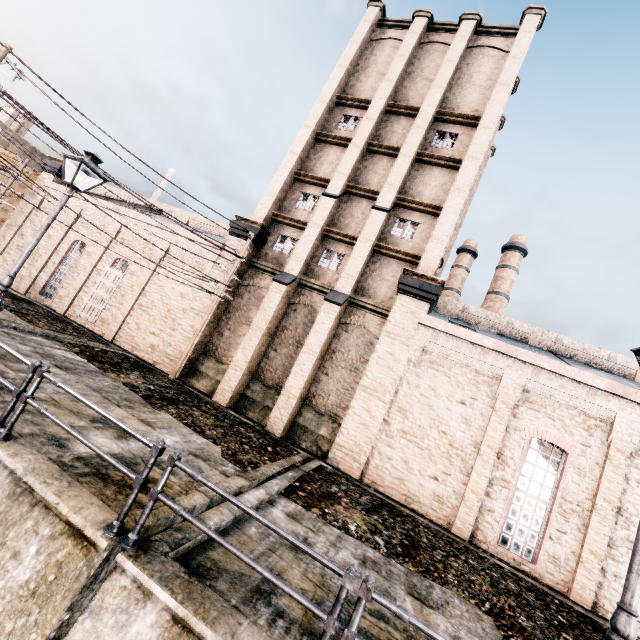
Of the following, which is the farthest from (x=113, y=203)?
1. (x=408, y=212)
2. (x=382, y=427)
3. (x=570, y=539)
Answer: (x=570, y=539)

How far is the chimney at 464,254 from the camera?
42.0 meters

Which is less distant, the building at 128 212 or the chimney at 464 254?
the building at 128 212

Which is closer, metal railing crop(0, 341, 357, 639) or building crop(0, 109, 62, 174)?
metal railing crop(0, 341, 357, 639)

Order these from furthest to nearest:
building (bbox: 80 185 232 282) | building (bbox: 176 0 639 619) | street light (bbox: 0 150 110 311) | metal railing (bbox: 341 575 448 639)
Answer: building (bbox: 80 185 232 282) → building (bbox: 176 0 639 619) → street light (bbox: 0 150 110 311) → metal railing (bbox: 341 575 448 639)

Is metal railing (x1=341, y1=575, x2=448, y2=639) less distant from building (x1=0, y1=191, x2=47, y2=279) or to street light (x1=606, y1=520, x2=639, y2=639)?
street light (x1=606, y1=520, x2=639, y2=639)

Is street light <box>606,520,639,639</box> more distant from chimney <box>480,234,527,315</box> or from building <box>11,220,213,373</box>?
chimney <box>480,234,527,315</box>
